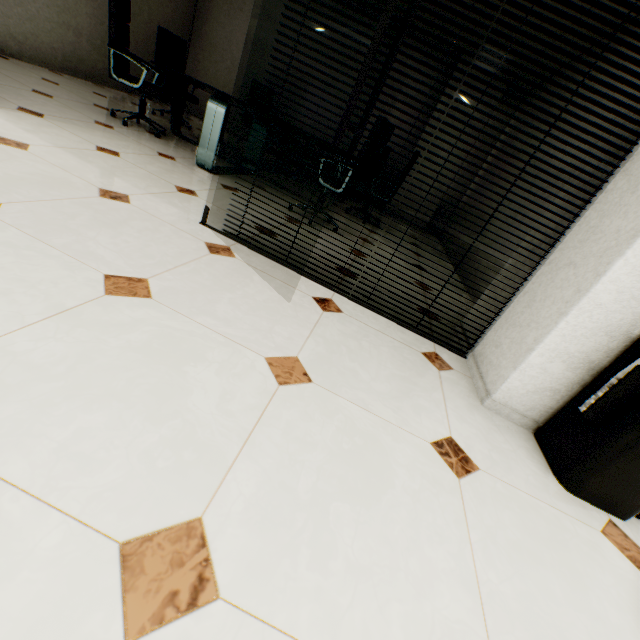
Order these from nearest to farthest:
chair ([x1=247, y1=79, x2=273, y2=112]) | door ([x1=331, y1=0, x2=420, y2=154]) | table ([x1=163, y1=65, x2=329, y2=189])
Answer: door ([x1=331, y1=0, x2=420, y2=154])
table ([x1=163, y1=65, x2=329, y2=189])
chair ([x1=247, y1=79, x2=273, y2=112])

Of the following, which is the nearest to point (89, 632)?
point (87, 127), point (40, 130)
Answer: point (40, 130)

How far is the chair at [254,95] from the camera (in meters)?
6.27

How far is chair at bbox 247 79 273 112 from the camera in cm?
627

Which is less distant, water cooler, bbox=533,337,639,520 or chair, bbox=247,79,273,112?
water cooler, bbox=533,337,639,520

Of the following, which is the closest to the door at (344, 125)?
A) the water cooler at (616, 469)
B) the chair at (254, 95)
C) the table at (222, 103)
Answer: the water cooler at (616, 469)

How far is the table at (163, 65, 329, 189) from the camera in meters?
3.2

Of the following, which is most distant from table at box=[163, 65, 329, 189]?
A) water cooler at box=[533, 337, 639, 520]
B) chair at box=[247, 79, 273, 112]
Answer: water cooler at box=[533, 337, 639, 520]
